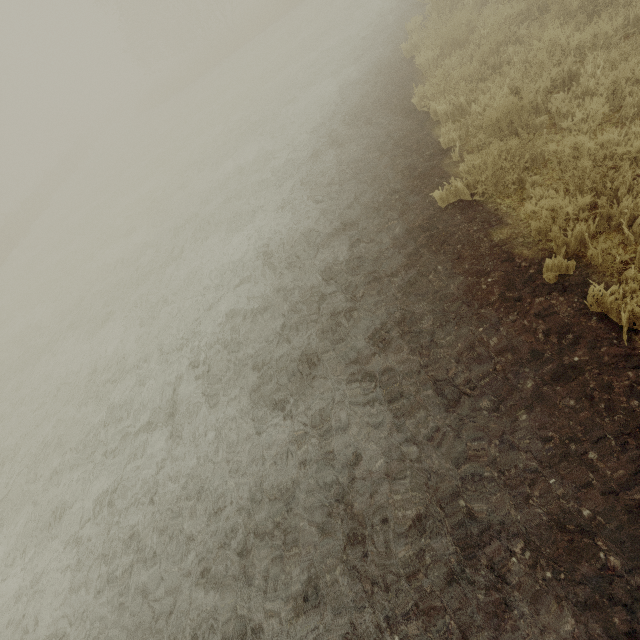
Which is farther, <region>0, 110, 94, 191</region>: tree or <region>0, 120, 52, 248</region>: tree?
<region>0, 110, 94, 191</region>: tree

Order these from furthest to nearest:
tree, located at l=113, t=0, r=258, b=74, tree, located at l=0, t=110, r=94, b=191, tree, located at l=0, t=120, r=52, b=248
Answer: tree, located at l=0, t=110, r=94, b=191, tree, located at l=113, t=0, r=258, b=74, tree, located at l=0, t=120, r=52, b=248

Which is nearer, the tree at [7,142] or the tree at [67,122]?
the tree at [7,142]

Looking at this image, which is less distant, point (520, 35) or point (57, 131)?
point (520, 35)
